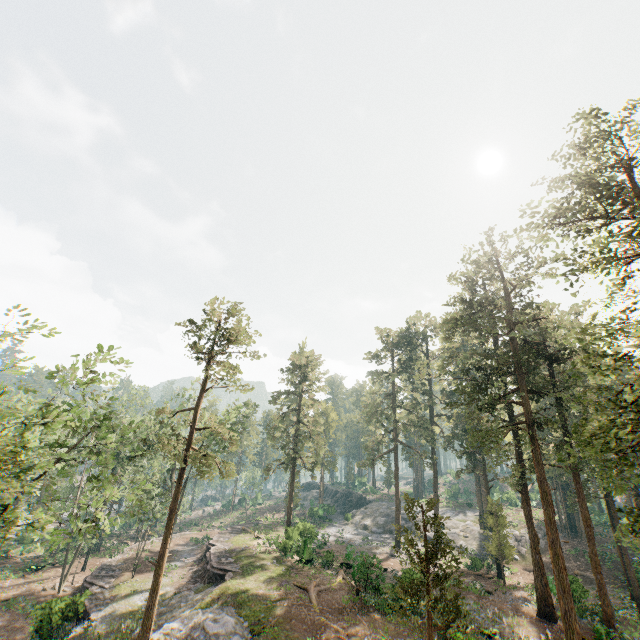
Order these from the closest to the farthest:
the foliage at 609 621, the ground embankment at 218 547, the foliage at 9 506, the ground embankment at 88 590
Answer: the foliage at 609 621
the foliage at 9 506
the ground embankment at 88 590
the ground embankment at 218 547

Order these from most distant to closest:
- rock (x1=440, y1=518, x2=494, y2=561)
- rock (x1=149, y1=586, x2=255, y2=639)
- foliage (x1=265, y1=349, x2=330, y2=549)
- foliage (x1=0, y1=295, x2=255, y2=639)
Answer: rock (x1=440, y1=518, x2=494, y2=561) → foliage (x1=265, y1=349, x2=330, y2=549) → rock (x1=149, y1=586, x2=255, y2=639) → foliage (x1=0, y1=295, x2=255, y2=639)

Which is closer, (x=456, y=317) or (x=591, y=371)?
(x=591, y=371)

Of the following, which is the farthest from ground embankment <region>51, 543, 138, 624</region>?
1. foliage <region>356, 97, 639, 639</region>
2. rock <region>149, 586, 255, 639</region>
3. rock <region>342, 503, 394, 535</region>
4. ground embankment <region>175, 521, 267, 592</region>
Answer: rock <region>342, 503, 394, 535</region>

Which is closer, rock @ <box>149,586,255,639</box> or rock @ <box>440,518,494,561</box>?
rock @ <box>149,586,255,639</box>

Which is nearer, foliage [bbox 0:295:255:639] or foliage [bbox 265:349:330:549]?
foliage [bbox 0:295:255:639]

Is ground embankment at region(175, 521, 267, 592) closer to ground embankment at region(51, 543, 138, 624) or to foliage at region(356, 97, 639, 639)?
foliage at region(356, 97, 639, 639)

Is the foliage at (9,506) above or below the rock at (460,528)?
above
